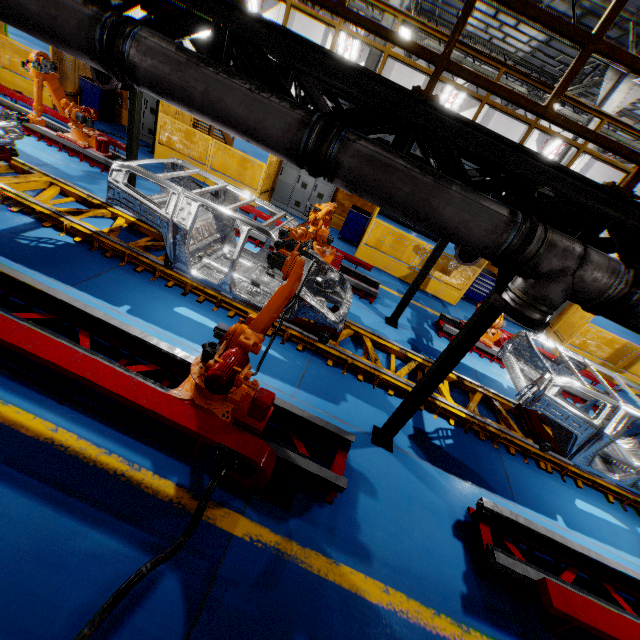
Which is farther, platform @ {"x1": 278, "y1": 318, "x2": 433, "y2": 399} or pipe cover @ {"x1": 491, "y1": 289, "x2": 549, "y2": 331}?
platform @ {"x1": 278, "y1": 318, "x2": 433, "y2": 399}

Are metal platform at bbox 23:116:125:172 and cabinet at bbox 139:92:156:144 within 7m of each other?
yes

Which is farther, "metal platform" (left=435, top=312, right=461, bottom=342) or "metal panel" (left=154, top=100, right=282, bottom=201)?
"metal panel" (left=154, top=100, right=282, bottom=201)

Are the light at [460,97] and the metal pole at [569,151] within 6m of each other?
no

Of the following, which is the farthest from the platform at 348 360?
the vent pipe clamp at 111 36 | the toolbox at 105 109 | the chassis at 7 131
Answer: the toolbox at 105 109

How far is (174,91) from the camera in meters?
2.9

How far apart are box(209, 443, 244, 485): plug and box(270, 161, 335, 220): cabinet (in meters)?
10.32

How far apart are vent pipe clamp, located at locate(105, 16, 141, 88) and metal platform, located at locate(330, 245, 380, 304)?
5.4m
